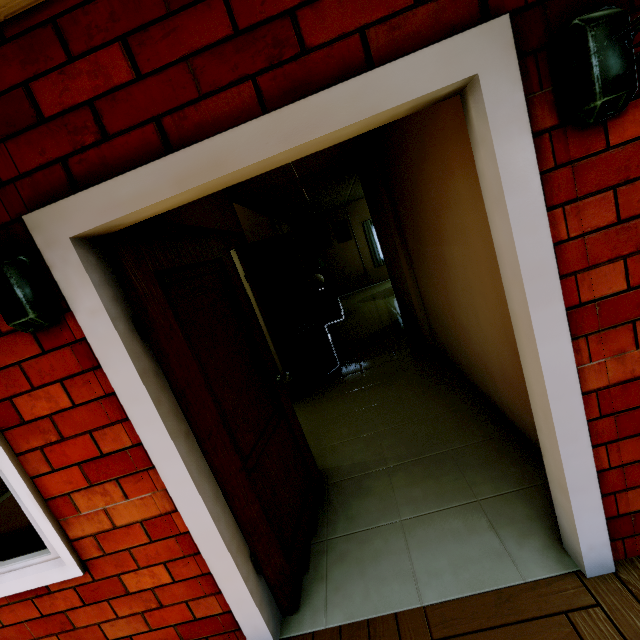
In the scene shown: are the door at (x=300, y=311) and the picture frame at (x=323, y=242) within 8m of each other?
no

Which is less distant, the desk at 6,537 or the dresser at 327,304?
the desk at 6,537

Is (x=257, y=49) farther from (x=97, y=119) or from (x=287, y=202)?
(x=287, y=202)

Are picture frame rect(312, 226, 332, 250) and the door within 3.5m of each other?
no

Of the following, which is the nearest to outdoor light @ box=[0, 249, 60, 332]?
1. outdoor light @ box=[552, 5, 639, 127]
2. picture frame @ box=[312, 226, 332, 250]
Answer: outdoor light @ box=[552, 5, 639, 127]

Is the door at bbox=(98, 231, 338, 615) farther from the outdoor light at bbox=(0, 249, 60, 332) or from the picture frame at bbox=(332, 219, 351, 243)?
the picture frame at bbox=(332, 219, 351, 243)

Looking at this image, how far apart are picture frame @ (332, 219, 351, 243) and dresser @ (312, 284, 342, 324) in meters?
2.9

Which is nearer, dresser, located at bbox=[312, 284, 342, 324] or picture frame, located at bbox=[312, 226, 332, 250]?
dresser, located at bbox=[312, 284, 342, 324]
